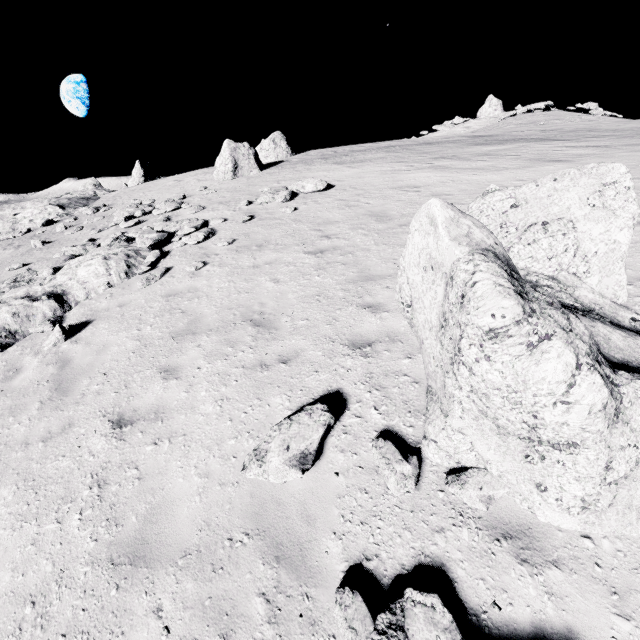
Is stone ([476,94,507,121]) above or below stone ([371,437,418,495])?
above

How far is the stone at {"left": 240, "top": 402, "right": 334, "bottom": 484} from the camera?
3.90m

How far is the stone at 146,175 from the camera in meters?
37.1

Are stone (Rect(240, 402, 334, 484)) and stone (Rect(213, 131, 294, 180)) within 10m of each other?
no

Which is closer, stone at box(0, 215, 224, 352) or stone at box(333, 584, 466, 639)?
stone at box(333, 584, 466, 639)

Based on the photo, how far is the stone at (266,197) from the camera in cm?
1410

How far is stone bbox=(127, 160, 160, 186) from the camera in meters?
37.1 m

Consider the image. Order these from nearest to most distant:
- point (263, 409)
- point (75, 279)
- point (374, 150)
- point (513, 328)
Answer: point (513, 328) < point (263, 409) < point (75, 279) < point (374, 150)
